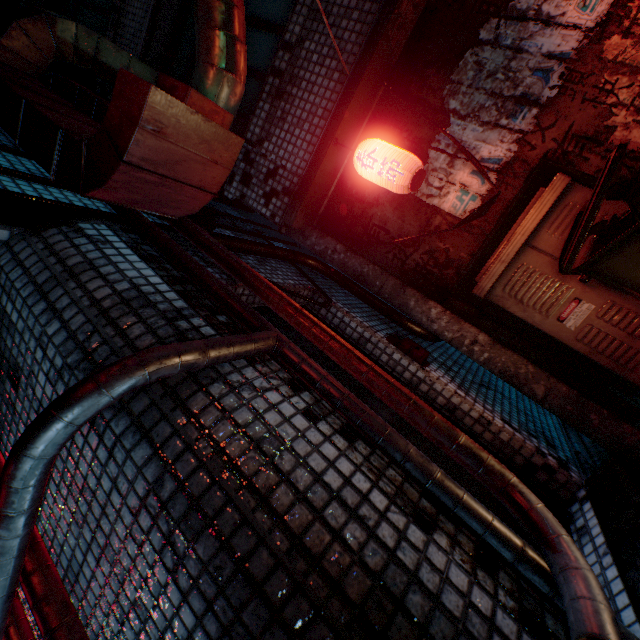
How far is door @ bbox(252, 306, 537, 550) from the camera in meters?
1.5

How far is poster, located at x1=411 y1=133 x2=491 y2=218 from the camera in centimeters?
220cm

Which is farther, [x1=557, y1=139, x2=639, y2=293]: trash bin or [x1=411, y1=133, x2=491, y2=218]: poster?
[x1=411, y1=133, x2=491, y2=218]: poster

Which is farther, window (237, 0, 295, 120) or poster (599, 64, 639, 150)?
window (237, 0, 295, 120)

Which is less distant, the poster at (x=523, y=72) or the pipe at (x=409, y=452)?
the pipe at (x=409, y=452)

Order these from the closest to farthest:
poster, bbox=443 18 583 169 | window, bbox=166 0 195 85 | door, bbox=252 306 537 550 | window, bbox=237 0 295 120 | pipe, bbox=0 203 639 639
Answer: pipe, bbox=0 203 639 639 < door, bbox=252 306 537 550 < poster, bbox=443 18 583 169 < window, bbox=237 0 295 120 < window, bbox=166 0 195 85

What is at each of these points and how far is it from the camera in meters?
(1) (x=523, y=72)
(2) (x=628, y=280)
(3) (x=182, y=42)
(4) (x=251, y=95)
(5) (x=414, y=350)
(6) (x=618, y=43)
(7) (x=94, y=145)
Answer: (1) poster, 2.0 m
(2) trash bin, 1.3 m
(3) window, 3.6 m
(4) window, 3.2 m
(5) mailbox, 2.2 m
(6) poster, 1.8 m
(7) air duct, 1.1 m

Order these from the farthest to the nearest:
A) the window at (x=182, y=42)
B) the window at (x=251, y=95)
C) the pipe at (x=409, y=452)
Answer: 1. the window at (x=182, y=42)
2. the window at (x=251, y=95)
3. the pipe at (x=409, y=452)
